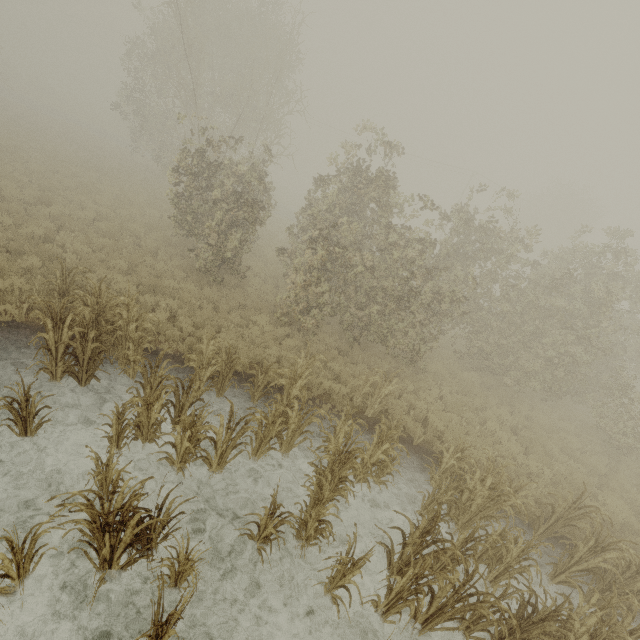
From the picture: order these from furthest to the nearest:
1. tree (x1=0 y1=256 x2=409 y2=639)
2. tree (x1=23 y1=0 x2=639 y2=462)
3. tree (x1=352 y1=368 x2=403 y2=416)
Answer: tree (x1=23 y1=0 x2=639 y2=462) → tree (x1=352 y1=368 x2=403 y2=416) → tree (x1=0 y1=256 x2=409 y2=639)

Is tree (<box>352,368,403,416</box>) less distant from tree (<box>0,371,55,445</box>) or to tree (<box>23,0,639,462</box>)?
tree (<box>0,371,55,445</box>)

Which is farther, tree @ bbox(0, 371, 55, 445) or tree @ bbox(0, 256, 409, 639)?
tree @ bbox(0, 371, 55, 445)

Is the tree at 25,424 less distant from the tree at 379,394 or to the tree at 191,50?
the tree at 379,394

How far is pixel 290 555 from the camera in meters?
5.3 m

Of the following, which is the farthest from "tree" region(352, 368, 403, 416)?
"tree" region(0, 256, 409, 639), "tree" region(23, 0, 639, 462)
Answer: "tree" region(23, 0, 639, 462)

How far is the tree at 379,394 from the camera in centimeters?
840cm

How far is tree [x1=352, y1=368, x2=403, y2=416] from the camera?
8.4 meters
